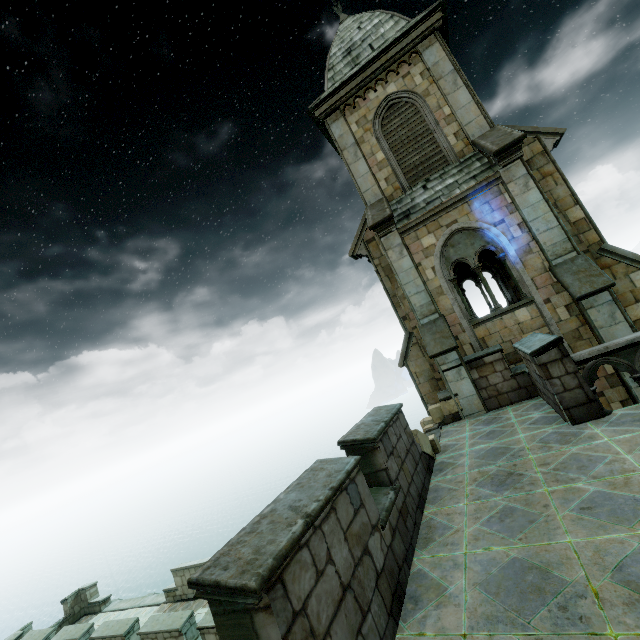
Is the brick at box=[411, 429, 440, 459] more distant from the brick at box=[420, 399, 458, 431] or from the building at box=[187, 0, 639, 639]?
the brick at box=[420, 399, 458, 431]

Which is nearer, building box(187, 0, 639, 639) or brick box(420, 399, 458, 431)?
building box(187, 0, 639, 639)

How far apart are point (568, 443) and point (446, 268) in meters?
6.4

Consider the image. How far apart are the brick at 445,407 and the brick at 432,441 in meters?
2.1

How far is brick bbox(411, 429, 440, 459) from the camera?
7.29m

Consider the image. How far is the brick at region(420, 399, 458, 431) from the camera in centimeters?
1009cm

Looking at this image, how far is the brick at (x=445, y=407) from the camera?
10.09m
